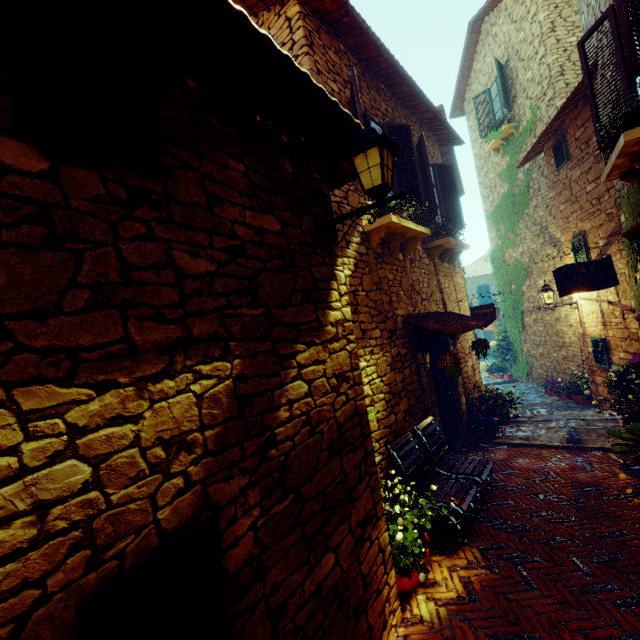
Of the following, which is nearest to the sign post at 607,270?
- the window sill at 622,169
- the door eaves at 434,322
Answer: the door eaves at 434,322

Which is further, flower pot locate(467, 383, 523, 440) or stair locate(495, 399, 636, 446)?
flower pot locate(467, 383, 523, 440)

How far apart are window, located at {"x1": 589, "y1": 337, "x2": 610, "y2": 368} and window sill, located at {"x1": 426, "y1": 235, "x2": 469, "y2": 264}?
3.7 meters

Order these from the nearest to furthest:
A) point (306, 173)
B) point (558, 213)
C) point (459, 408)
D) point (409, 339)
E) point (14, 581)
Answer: point (14, 581) < point (306, 173) < point (409, 339) < point (459, 408) < point (558, 213)

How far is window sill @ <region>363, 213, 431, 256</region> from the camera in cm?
466

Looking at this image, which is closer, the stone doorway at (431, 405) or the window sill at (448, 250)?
the stone doorway at (431, 405)

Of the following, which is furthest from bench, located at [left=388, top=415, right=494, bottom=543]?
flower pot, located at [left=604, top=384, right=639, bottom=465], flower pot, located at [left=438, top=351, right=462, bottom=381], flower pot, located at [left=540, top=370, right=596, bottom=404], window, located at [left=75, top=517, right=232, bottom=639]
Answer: flower pot, located at [left=540, top=370, right=596, bottom=404]

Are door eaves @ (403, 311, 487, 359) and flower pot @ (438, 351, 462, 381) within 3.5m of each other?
yes
